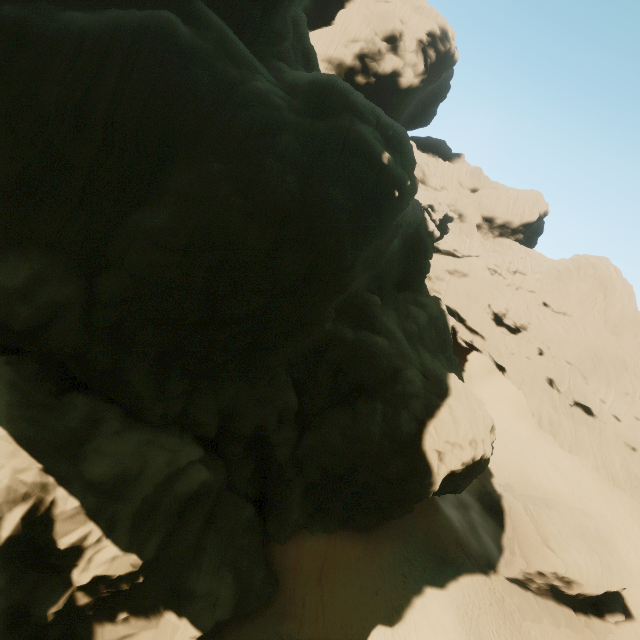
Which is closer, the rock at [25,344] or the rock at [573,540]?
the rock at [25,344]

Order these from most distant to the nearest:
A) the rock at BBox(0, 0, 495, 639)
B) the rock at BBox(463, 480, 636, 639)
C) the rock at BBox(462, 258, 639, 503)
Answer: the rock at BBox(462, 258, 639, 503)
the rock at BBox(463, 480, 636, 639)
the rock at BBox(0, 0, 495, 639)

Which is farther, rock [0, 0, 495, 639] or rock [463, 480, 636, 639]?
rock [463, 480, 636, 639]

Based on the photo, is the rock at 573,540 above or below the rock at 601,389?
below

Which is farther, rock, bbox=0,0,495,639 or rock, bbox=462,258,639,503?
rock, bbox=462,258,639,503

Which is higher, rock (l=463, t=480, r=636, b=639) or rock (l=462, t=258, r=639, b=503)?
rock (l=462, t=258, r=639, b=503)

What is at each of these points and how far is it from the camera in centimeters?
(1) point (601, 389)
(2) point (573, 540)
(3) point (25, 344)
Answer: (1) rock, 4578cm
(2) rock, 2758cm
(3) rock, 1548cm
